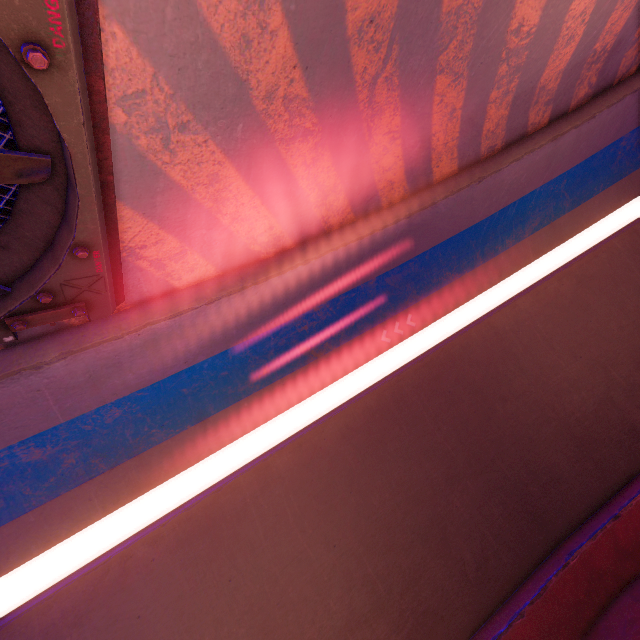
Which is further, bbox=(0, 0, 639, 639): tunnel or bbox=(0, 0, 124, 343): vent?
bbox=(0, 0, 639, 639): tunnel

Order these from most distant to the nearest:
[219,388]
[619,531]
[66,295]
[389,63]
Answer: [619,531] → [219,388] → [389,63] → [66,295]

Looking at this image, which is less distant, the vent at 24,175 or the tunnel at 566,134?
the vent at 24,175
